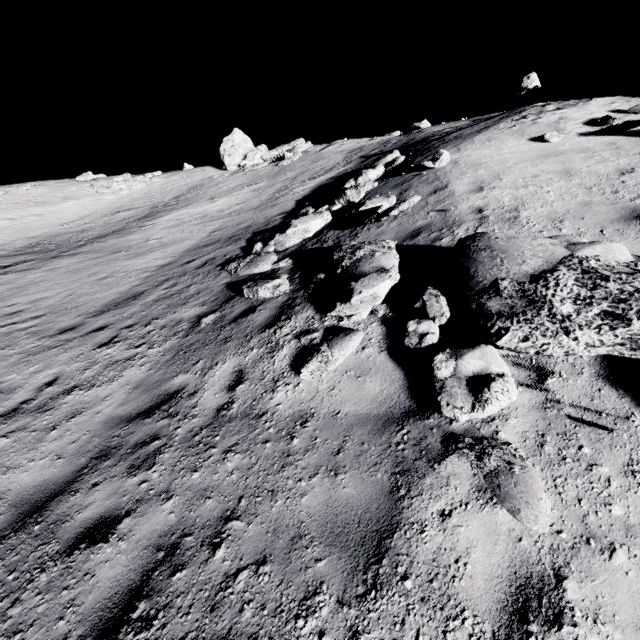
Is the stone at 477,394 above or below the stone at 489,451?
above

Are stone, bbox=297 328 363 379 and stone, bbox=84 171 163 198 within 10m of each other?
no

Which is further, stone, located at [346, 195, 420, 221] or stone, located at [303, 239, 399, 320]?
stone, located at [346, 195, 420, 221]

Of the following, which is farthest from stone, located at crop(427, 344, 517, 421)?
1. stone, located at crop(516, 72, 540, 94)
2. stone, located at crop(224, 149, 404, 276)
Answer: stone, located at crop(516, 72, 540, 94)

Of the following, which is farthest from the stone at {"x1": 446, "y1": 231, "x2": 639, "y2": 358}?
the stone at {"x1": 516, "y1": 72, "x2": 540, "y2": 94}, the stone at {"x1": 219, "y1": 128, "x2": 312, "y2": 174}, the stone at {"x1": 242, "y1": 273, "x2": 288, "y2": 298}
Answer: the stone at {"x1": 219, "y1": 128, "x2": 312, "y2": 174}

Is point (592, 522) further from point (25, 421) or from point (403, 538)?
point (25, 421)

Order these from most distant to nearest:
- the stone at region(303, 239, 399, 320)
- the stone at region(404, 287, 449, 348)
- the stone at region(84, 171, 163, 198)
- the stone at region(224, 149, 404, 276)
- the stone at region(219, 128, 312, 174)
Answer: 1. the stone at region(84, 171, 163, 198)
2. the stone at region(219, 128, 312, 174)
3. the stone at region(224, 149, 404, 276)
4. the stone at region(303, 239, 399, 320)
5. the stone at region(404, 287, 449, 348)

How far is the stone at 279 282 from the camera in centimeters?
694cm
